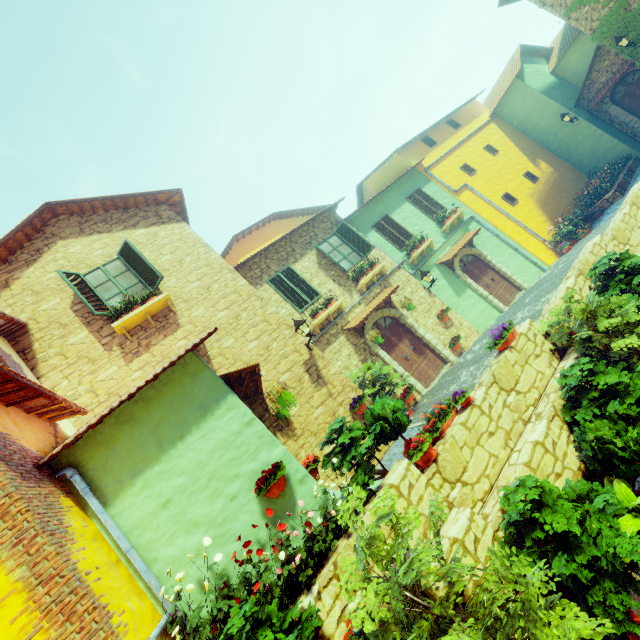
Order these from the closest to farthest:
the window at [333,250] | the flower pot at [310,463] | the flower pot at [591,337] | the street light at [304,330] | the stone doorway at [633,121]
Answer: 1. the flower pot at [591,337]
2. the flower pot at [310,463]
3. the street light at [304,330]
4. the window at [333,250]
5. the stone doorway at [633,121]

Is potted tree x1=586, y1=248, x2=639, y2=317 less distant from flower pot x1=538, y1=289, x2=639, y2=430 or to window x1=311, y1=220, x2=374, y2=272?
flower pot x1=538, y1=289, x2=639, y2=430

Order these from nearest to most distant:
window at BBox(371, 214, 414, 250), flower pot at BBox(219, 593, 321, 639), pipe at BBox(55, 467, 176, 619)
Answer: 1. flower pot at BBox(219, 593, 321, 639)
2. pipe at BBox(55, 467, 176, 619)
3. window at BBox(371, 214, 414, 250)

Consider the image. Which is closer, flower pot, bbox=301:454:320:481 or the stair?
flower pot, bbox=301:454:320:481

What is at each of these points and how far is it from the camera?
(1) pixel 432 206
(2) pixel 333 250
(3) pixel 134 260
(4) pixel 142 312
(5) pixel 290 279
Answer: (1) window, 14.7 meters
(2) window, 12.2 meters
(3) window, 8.9 meters
(4) window sill, 8.1 meters
(5) window, 11.2 meters

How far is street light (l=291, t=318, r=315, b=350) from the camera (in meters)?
8.36

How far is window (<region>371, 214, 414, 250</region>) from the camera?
13.51m

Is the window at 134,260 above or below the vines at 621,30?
above
